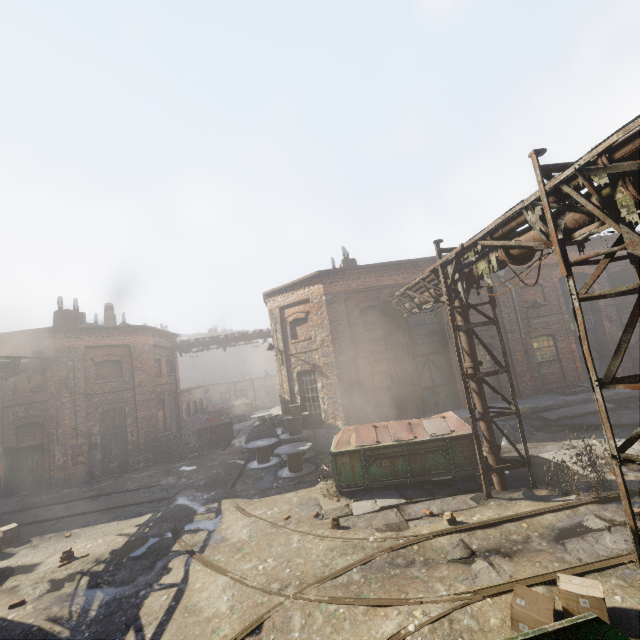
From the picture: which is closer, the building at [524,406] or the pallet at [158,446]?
the building at [524,406]

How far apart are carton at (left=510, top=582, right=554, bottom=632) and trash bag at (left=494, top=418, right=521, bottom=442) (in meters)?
8.11

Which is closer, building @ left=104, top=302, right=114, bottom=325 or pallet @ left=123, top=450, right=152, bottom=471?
pallet @ left=123, top=450, right=152, bottom=471

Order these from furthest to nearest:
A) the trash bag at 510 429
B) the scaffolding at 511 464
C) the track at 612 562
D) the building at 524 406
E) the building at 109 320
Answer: the building at 109 320, the building at 524 406, the trash bag at 510 429, the scaffolding at 511 464, the track at 612 562

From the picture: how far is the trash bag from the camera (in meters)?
12.34

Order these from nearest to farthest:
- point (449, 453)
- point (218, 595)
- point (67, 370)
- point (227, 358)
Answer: point (218, 595), point (449, 453), point (67, 370), point (227, 358)

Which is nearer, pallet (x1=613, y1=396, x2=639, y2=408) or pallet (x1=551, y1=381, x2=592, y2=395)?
pallet (x1=613, y1=396, x2=639, y2=408)

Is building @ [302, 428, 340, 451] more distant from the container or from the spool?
the container
